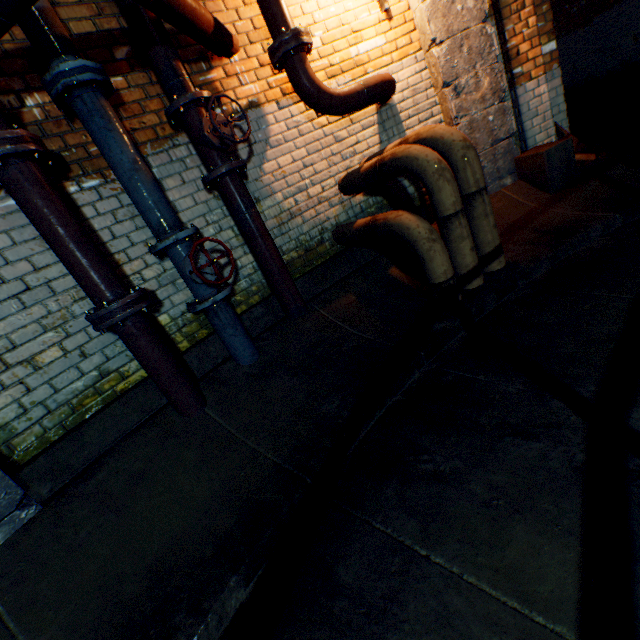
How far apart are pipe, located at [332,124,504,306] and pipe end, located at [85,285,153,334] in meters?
1.9 m

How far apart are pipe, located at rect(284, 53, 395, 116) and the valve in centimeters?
74cm

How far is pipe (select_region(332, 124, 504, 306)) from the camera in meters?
2.4

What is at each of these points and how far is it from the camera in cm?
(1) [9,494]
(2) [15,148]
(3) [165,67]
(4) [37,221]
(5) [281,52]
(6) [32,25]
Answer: (1) support column, 179
(2) pipe end, 169
(3) pipe, 227
(4) pipe, 183
(5) pipe end, 256
(6) pipe, 185

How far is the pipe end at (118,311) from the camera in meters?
2.0

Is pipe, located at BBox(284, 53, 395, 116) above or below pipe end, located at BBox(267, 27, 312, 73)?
below

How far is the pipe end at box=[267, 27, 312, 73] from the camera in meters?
2.5

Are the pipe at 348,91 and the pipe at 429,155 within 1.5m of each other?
yes
